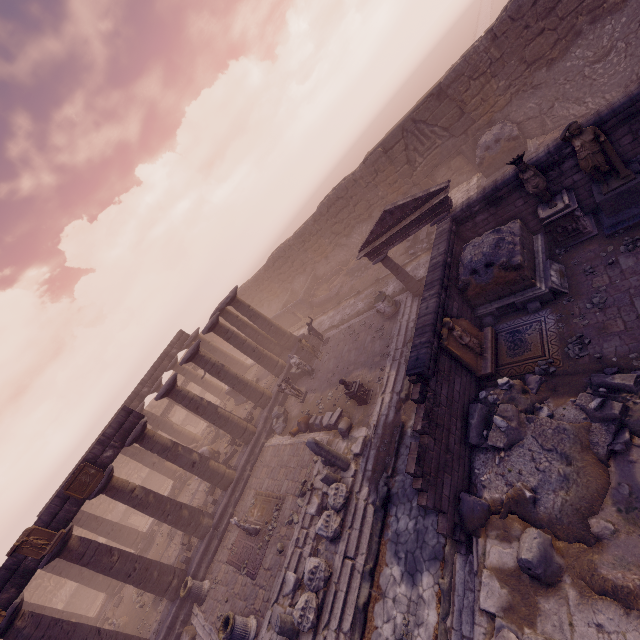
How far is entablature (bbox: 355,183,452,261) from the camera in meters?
11.7

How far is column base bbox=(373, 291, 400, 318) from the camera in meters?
15.3

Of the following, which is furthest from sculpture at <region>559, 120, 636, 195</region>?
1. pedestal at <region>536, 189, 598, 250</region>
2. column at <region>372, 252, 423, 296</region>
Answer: column at <region>372, 252, 423, 296</region>

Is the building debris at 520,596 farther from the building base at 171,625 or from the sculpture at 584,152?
the building base at 171,625

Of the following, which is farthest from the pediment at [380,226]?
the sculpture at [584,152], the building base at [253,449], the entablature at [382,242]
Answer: the building base at [253,449]

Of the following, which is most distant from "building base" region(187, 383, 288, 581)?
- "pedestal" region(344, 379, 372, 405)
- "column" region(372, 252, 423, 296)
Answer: "column" region(372, 252, 423, 296)

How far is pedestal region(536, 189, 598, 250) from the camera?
9.3m

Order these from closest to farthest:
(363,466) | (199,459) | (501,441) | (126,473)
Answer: (501,441)
(363,466)
(199,459)
(126,473)
